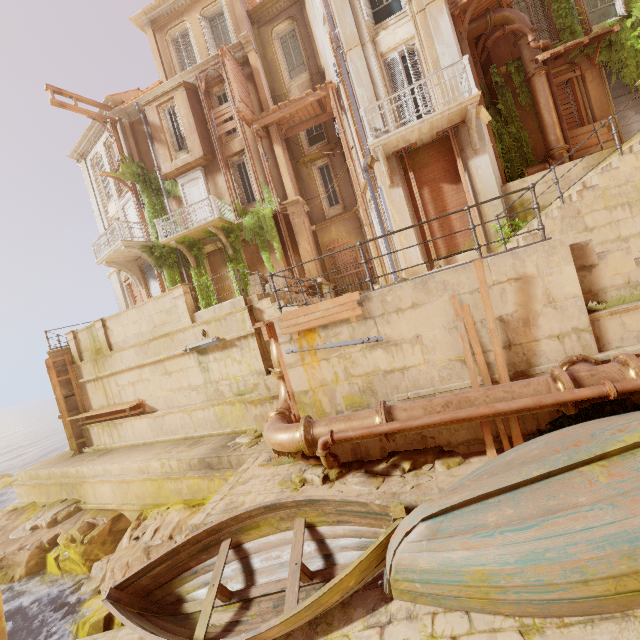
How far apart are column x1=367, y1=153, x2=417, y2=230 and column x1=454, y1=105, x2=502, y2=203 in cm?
129

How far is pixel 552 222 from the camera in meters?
7.9

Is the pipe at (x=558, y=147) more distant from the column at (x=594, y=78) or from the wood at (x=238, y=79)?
the wood at (x=238, y=79)

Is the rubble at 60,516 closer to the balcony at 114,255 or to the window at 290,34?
the balcony at 114,255

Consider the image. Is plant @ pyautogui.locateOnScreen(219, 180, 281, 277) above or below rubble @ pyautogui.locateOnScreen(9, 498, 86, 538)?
above

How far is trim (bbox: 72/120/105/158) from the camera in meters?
19.4

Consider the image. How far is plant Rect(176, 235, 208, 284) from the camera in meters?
16.8 m

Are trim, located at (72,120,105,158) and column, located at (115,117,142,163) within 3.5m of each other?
yes
